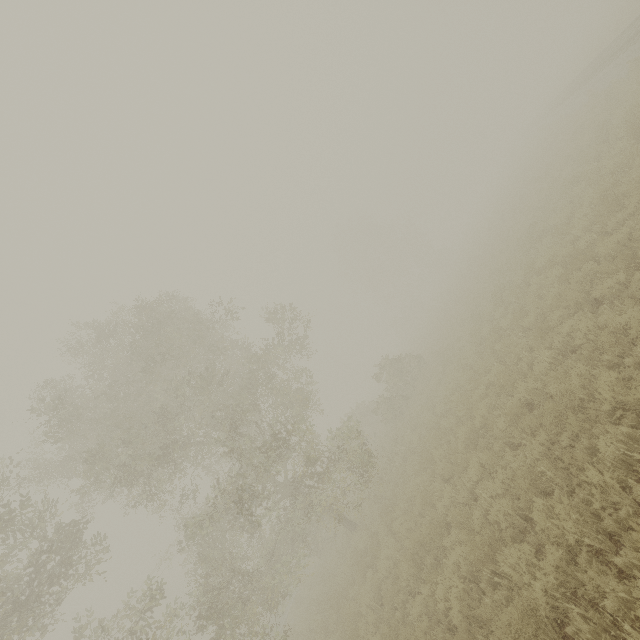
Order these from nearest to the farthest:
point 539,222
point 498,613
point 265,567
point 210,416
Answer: point 498,613, point 539,222, point 210,416, point 265,567
